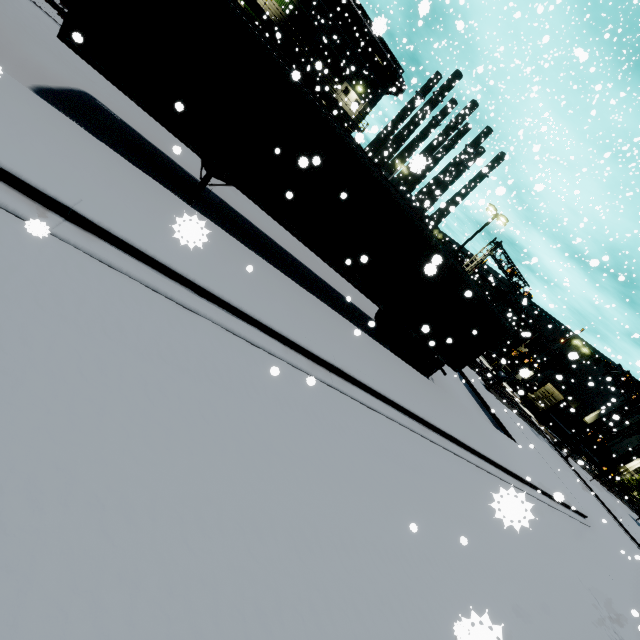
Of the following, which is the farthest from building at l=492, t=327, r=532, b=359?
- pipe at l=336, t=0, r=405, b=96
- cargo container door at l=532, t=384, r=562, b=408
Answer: cargo container door at l=532, t=384, r=562, b=408

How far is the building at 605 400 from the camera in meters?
57.3

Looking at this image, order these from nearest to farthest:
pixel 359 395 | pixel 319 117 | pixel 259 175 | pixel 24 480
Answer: pixel 24 480 < pixel 359 395 < pixel 319 117 < pixel 259 175

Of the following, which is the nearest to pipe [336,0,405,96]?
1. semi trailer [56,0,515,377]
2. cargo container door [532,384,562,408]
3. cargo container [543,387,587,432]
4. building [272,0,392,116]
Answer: building [272,0,392,116]

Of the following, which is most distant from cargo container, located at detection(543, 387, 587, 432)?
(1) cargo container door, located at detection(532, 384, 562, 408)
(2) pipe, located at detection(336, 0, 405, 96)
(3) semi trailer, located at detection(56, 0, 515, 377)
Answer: (2) pipe, located at detection(336, 0, 405, 96)

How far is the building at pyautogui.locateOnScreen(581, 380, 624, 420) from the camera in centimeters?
5732cm

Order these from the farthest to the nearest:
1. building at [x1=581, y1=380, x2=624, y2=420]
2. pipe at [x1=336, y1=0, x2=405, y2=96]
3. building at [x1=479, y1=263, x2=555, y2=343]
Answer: building at [x1=581, y1=380, x2=624, y2=420]
building at [x1=479, y1=263, x2=555, y2=343]
pipe at [x1=336, y1=0, x2=405, y2=96]

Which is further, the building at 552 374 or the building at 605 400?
the building at 605 400
